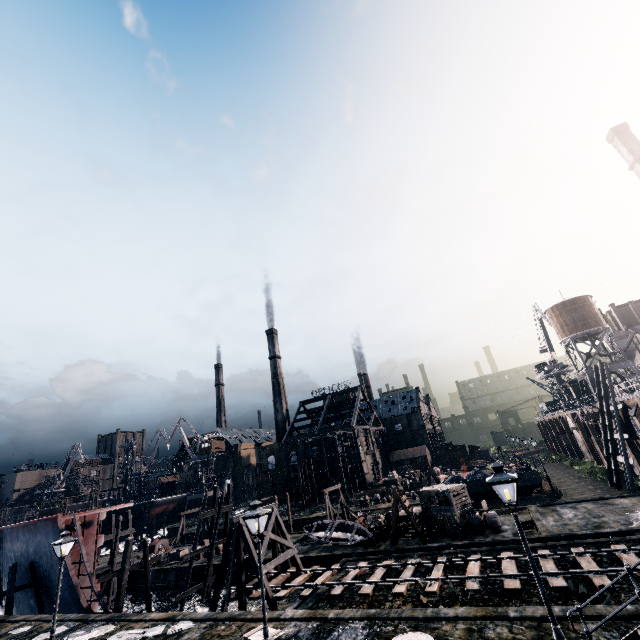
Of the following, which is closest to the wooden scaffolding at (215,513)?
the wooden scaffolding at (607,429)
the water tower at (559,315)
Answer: the wooden scaffolding at (607,429)

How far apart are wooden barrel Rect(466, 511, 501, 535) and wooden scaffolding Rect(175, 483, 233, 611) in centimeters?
2223cm

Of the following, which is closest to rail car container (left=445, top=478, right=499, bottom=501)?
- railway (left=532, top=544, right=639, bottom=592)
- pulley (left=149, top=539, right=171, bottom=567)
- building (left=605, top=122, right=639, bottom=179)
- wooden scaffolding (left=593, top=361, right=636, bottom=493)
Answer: wooden scaffolding (left=593, top=361, right=636, bottom=493)

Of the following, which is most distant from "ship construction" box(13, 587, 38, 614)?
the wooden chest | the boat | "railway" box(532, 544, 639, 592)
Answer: the wooden chest

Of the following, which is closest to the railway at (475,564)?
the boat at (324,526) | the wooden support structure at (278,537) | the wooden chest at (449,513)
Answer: the wooden support structure at (278,537)

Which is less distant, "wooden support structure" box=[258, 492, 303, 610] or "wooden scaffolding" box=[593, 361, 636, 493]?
"wooden support structure" box=[258, 492, 303, 610]

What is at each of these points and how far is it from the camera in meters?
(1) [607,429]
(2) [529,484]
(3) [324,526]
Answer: (1) wooden scaffolding, 33.7 m
(2) rail car container, 35.0 m
(3) boat, 32.3 m
